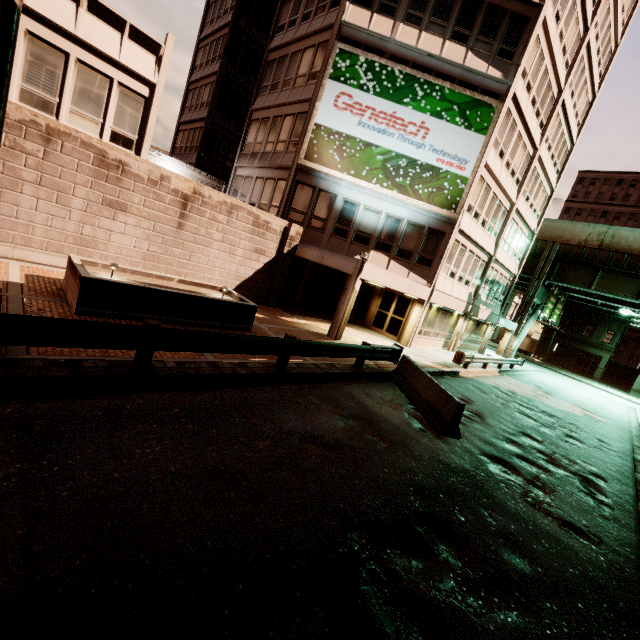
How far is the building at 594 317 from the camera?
45.2m

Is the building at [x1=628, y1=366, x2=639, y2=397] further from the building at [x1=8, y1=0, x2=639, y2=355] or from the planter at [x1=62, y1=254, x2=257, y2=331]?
the planter at [x1=62, y1=254, x2=257, y2=331]

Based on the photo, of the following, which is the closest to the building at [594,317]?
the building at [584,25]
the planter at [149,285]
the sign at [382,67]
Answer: the building at [584,25]

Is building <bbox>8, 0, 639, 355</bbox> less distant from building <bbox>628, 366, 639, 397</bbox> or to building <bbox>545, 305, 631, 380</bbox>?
building <bbox>545, 305, 631, 380</bbox>

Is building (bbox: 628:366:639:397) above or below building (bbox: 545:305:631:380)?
below

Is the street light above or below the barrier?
above

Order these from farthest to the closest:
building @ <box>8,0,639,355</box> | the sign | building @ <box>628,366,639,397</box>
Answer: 1. building @ <box>628,366,639,397</box>
2. the sign
3. building @ <box>8,0,639,355</box>

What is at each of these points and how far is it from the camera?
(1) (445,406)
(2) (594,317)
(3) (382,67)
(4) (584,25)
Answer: (1) barrier, 8.8 meters
(2) building, 46.6 meters
(3) sign, 16.5 meters
(4) building, 20.4 meters
